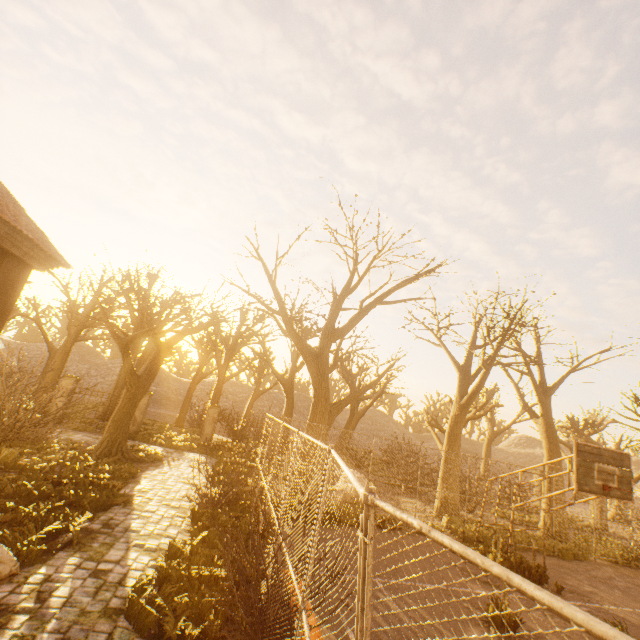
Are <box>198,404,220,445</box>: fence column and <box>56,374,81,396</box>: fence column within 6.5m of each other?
no

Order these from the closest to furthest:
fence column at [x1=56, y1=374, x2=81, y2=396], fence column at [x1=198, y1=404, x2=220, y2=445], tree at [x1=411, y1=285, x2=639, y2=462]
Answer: tree at [x1=411, y1=285, x2=639, y2=462] → fence column at [x1=56, y1=374, x2=81, y2=396] → fence column at [x1=198, y1=404, x2=220, y2=445]

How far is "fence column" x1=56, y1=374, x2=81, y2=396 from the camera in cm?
1762

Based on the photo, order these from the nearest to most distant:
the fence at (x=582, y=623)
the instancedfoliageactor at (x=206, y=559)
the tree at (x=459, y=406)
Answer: the fence at (x=582, y=623) < the instancedfoliageactor at (x=206, y=559) < the tree at (x=459, y=406)

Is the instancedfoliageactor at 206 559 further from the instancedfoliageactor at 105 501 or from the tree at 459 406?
the tree at 459 406

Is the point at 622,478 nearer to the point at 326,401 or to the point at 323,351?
the point at 326,401

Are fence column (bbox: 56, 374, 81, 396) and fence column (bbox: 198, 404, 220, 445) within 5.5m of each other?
no

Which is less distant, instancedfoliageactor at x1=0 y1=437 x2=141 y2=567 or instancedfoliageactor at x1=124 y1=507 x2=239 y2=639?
instancedfoliageactor at x1=124 y1=507 x2=239 y2=639
